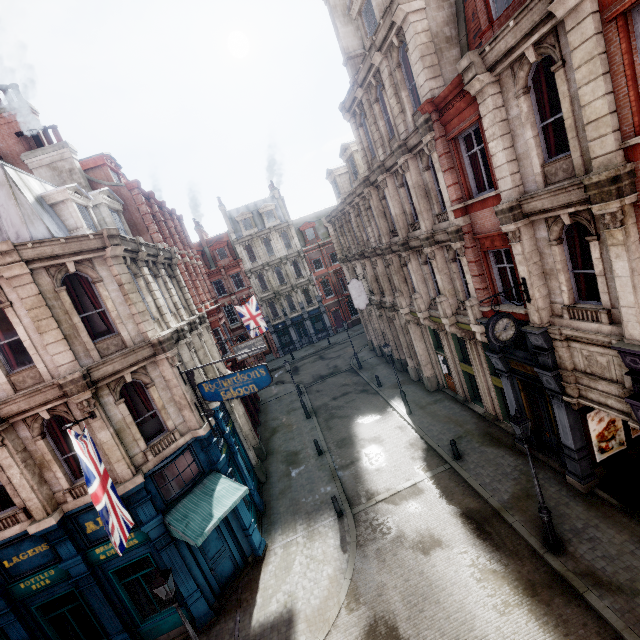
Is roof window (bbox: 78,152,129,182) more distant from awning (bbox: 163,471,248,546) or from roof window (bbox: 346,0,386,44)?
awning (bbox: 163,471,248,546)

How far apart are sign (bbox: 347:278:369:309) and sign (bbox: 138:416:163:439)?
16.11m

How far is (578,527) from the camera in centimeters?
1012cm

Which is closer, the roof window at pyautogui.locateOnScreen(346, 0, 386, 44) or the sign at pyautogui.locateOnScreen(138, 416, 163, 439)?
the sign at pyautogui.locateOnScreen(138, 416, 163, 439)

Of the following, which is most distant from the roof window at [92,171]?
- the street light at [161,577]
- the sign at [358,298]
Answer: the street light at [161,577]

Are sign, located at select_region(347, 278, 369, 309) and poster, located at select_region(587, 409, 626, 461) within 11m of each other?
no

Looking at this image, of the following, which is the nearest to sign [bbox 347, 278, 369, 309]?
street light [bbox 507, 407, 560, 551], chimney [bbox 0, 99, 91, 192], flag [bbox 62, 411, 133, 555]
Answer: street light [bbox 507, 407, 560, 551]

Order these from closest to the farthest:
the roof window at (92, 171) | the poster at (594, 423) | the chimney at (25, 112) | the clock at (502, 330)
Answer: the clock at (502, 330) → the poster at (594, 423) → the chimney at (25, 112) → the roof window at (92, 171)
